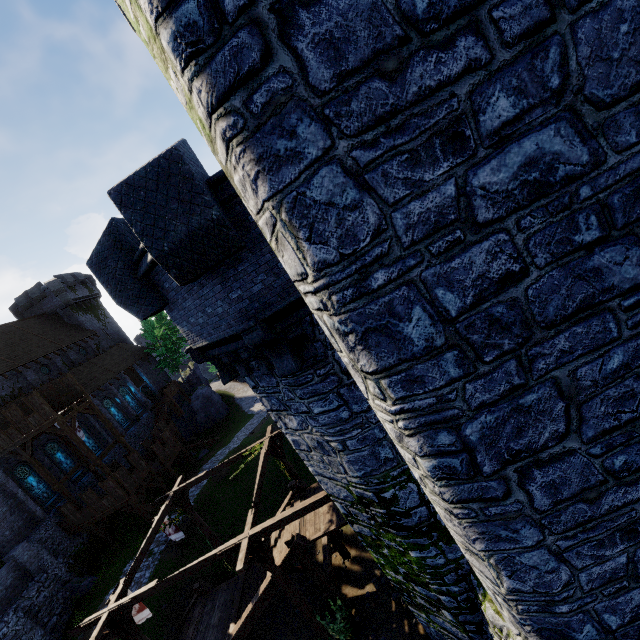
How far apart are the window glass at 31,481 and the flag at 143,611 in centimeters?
1855cm

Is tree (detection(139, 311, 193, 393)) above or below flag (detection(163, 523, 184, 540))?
above

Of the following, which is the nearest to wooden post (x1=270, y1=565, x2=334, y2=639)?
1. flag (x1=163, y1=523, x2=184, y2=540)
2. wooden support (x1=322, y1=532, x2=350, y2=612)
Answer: wooden support (x1=322, y1=532, x2=350, y2=612)

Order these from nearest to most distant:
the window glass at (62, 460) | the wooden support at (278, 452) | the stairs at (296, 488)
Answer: the stairs at (296, 488) < the wooden support at (278, 452) < the window glass at (62, 460)

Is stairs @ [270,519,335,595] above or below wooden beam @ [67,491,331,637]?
below

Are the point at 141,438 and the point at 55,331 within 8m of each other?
no

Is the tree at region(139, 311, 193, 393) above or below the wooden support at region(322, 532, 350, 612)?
above

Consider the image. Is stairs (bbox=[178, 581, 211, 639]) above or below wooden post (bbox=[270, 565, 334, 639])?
below
